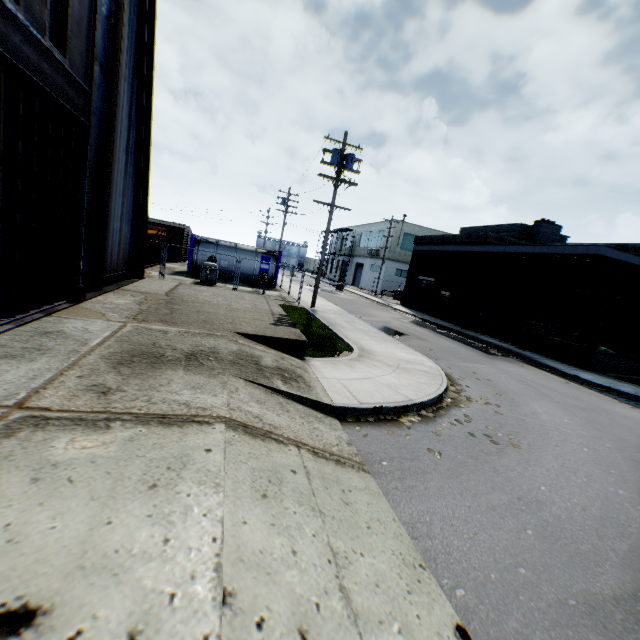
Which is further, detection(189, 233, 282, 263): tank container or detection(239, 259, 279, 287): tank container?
detection(239, 259, 279, 287): tank container

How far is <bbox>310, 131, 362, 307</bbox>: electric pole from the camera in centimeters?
1727cm

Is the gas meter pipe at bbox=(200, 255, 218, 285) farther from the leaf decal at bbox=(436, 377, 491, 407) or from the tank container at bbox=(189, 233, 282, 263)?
the leaf decal at bbox=(436, 377, 491, 407)

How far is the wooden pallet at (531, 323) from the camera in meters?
19.0 m

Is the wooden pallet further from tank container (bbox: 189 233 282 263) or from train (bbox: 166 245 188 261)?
train (bbox: 166 245 188 261)

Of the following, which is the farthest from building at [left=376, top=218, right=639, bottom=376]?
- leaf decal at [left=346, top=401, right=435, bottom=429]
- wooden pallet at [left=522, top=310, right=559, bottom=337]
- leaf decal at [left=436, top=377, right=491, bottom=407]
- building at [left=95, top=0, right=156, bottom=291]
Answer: building at [left=95, top=0, right=156, bottom=291]

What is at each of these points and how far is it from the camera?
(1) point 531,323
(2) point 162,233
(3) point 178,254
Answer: (1) wooden pallet, 19.7m
(2) storage container, 25.7m
(3) train, 32.8m

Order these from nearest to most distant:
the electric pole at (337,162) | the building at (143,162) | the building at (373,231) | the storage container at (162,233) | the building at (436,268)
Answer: the building at (143,162)
the building at (436,268)
the electric pole at (337,162)
the storage container at (162,233)
the building at (373,231)
